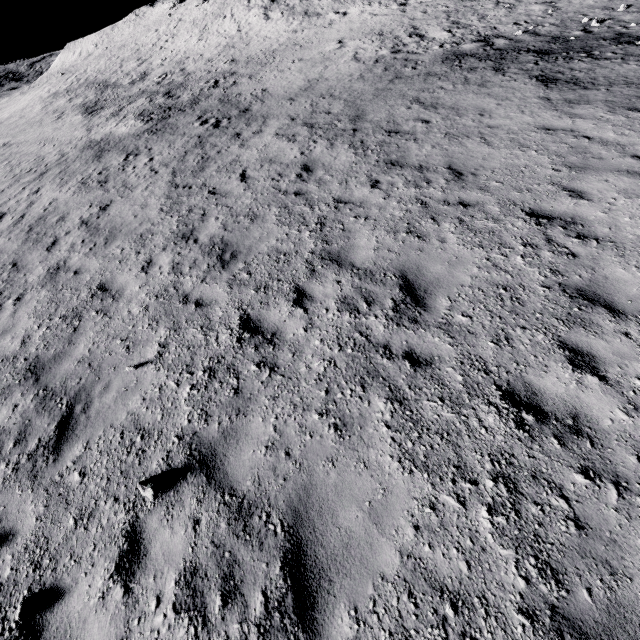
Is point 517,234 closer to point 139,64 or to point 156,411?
point 156,411
